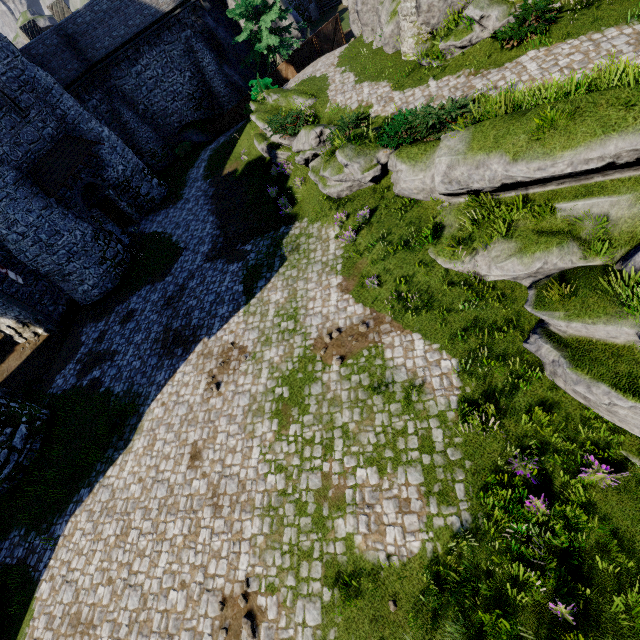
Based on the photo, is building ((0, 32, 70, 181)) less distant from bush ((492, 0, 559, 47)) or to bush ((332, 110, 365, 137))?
bush ((332, 110, 365, 137))

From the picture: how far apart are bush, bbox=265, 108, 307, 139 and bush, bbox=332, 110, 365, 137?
2.3m

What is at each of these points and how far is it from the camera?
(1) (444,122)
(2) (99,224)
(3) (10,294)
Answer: (1) bush, 11.2 meters
(2) building, 21.4 meters
(3) building, 18.8 meters

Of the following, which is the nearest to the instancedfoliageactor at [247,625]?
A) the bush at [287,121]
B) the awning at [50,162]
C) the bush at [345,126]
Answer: the bush at [345,126]

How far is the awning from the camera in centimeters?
1819cm

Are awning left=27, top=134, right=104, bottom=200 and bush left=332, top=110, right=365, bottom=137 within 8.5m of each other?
no

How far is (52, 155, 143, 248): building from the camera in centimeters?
2007cm

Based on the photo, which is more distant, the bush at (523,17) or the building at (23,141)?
the building at (23,141)
